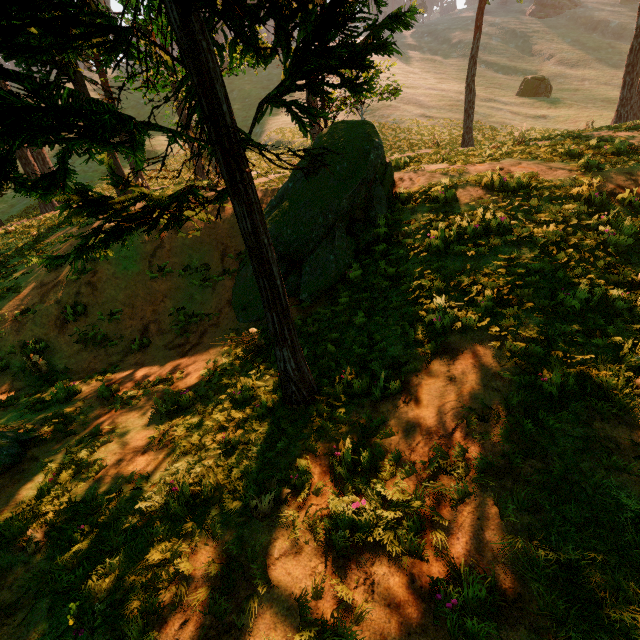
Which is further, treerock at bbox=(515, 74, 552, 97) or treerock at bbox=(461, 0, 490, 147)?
treerock at bbox=(515, 74, 552, 97)

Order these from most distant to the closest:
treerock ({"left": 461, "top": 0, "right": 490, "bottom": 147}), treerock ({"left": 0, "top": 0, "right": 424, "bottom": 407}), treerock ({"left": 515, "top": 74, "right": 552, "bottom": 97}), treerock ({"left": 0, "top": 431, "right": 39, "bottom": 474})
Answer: treerock ({"left": 515, "top": 74, "right": 552, "bottom": 97}) < treerock ({"left": 461, "top": 0, "right": 490, "bottom": 147}) < treerock ({"left": 0, "top": 431, "right": 39, "bottom": 474}) < treerock ({"left": 0, "top": 0, "right": 424, "bottom": 407})

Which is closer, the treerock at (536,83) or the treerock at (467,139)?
the treerock at (467,139)

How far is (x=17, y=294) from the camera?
10.7m

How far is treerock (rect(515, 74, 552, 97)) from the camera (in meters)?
40.19

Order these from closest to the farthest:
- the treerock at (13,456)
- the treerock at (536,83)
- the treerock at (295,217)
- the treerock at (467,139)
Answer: the treerock at (295,217), the treerock at (13,456), the treerock at (467,139), the treerock at (536,83)

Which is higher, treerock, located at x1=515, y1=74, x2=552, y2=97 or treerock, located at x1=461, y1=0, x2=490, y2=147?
treerock, located at x1=515, y1=74, x2=552, y2=97
